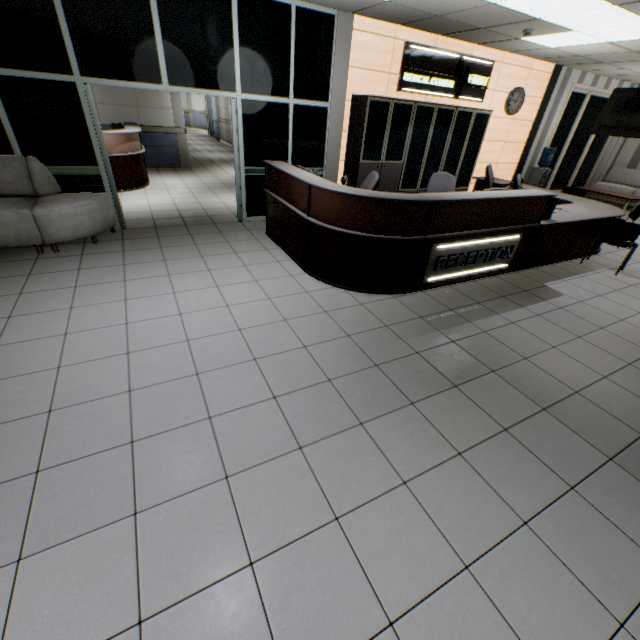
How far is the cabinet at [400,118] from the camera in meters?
5.9

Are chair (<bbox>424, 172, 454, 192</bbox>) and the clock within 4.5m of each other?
yes

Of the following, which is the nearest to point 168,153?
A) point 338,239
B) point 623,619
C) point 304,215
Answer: point 304,215

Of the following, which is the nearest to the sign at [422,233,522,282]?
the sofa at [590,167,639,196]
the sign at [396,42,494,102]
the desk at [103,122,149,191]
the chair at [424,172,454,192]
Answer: the chair at [424,172,454,192]

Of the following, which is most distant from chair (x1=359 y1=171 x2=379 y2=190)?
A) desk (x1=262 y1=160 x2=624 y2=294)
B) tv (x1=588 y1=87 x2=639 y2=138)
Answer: tv (x1=588 y1=87 x2=639 y2=138)

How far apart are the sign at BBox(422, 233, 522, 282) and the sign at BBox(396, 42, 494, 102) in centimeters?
383cm

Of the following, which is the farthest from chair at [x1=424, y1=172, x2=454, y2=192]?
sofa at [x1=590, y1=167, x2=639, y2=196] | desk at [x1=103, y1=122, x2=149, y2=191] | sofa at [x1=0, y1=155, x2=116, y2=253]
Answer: sofa at [x1=590, y1=167, x2=639, y2=196]

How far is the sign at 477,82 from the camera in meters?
6.1 m
